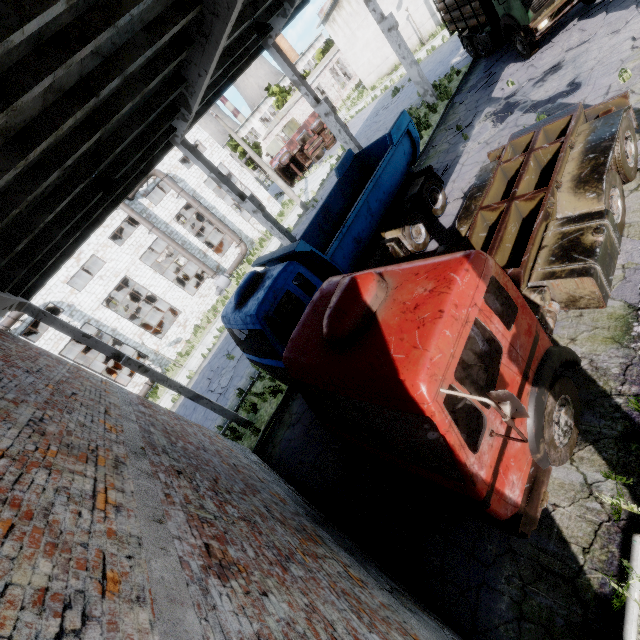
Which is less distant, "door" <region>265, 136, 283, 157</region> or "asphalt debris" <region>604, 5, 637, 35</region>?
"asphalt debris" <region>604, 5, 637, 35</region>

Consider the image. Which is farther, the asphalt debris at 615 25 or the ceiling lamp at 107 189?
the asphalt debris at 615 25

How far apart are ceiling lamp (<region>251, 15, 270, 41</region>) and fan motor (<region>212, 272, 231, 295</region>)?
20.3m

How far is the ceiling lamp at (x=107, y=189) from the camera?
7.25m

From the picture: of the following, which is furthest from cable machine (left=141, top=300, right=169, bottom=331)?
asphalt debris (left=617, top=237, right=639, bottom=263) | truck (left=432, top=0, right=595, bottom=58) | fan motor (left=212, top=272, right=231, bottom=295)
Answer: asphalt debris (left=617, top=237, right=639, bottom=263)

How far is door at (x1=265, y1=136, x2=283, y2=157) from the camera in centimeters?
5081cm

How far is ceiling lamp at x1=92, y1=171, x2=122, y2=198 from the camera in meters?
7.2 m

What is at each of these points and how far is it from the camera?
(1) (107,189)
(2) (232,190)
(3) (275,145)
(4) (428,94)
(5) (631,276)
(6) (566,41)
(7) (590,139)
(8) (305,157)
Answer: (1) ceiling lamp, 7.3 meters
(2) column beam, 11.9 meters
(3) door, 51.1 meters
(4) column beam, 18.1 meters
(5) asphalt debris, 5.6 meters
(6) asphalt debris, 11.8 meters
(7) truck, 6.2 meters
(8) truck, 33.6 meters
